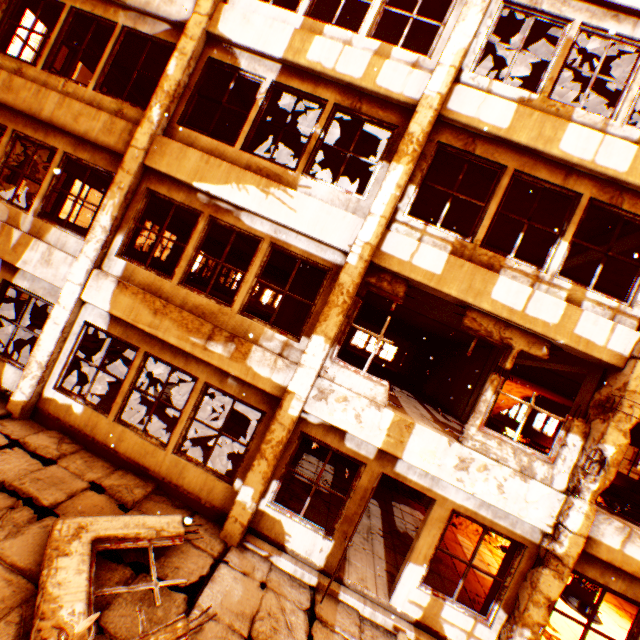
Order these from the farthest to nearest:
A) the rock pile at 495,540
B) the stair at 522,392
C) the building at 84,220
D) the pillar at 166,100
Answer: the building at 84,220 < the stair at 522,392 < the rock pile at 495,540 < the pillar at 166,100

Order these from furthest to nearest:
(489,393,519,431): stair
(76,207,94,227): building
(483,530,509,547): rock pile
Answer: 1. (76,207,94,227): building
2. (489,393,519,431): stair
3. (483,530,509,547): rock pile

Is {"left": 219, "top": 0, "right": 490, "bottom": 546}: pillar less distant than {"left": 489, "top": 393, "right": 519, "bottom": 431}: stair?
Yes

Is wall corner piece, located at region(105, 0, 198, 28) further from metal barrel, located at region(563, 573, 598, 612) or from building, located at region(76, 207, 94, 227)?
metal barrel, located at region(563, 573, 598, 612)

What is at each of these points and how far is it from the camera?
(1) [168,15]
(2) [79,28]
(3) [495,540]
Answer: (1) wall corner piece, 6.66m
(2) wall corner piece, 8.67m
(3) rock pile, 10.00m

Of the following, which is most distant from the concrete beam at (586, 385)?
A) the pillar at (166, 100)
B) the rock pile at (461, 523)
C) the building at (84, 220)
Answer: the building at (84, 220)

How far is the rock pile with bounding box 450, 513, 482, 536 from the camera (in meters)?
9.90

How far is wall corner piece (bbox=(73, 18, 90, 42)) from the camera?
8.6 meters
